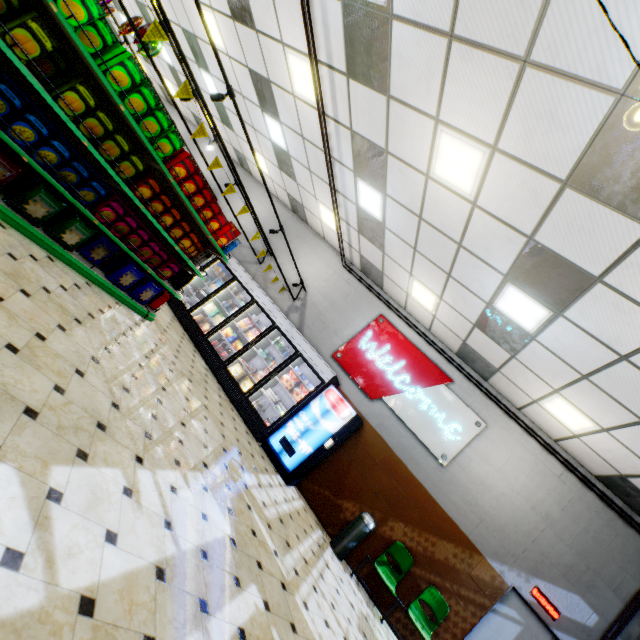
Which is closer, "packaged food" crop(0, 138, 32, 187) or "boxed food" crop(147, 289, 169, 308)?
"packaged food" crop(0, 138, 32, 187)

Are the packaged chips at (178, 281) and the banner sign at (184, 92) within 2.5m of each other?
no

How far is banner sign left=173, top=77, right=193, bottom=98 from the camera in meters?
4.2

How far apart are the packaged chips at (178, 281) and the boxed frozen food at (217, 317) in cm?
231

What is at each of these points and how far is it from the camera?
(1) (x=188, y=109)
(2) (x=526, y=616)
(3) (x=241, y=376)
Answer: (1) building, 13.6 meters
(2) door, 5.9 meters
(3) boxed food, 8.0 meters

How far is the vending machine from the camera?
6.8m

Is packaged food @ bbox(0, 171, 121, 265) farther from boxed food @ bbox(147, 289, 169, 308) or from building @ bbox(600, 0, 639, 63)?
boxed food @ bbox(147, 289, 169, 308)

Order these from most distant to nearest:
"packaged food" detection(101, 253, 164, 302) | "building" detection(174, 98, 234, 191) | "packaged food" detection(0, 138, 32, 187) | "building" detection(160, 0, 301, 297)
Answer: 1. "building" detection(174, 98, 234, 191)
2. "building" detection(160, 0, 301, 297)
3. "packaged food" detection(101, 253, 164, 302)
4. "packaged food" detection(0, 138, 32, 187)
